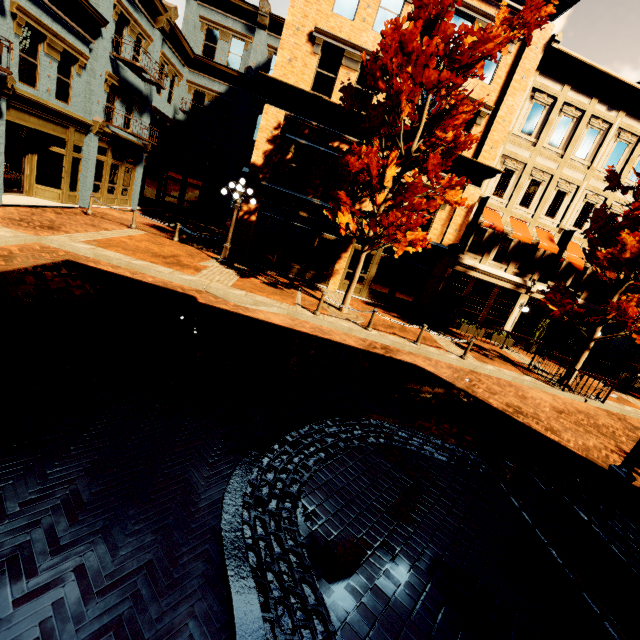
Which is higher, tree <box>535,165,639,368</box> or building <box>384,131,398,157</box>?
building <box>384,131,398,157</box>

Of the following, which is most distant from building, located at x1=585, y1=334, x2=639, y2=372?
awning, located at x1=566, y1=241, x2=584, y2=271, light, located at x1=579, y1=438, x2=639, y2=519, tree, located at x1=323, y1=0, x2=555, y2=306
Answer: light, located at x1=579, y1=438, x2=639, y2=519

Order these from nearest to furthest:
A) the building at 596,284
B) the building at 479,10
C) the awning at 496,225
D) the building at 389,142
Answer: the building at 479,10 → the building at 389,142 → the awning at 496,225 → the building at 596,284

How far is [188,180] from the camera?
25.28m

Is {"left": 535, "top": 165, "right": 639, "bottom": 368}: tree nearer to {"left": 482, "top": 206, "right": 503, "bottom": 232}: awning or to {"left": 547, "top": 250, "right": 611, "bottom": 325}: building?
{"left": 547, "top": 250, "right": 611, "bottom": 325}: building

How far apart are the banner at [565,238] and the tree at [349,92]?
11.61m

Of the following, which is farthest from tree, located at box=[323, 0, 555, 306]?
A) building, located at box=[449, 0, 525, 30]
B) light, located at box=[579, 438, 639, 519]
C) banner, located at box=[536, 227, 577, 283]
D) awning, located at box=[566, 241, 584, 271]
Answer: awning, located at box=[566, 241, 584, 271]

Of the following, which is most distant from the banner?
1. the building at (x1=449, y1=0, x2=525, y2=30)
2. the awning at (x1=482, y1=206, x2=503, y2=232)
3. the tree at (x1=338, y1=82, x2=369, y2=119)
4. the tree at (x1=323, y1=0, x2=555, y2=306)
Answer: the tree at (x1=338, y1=82, x2=369, y2=119)
